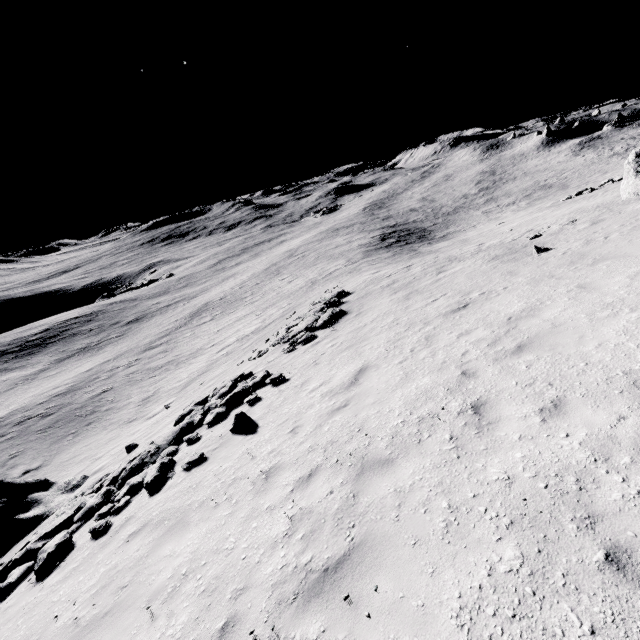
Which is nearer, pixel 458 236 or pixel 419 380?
pixel 419 380

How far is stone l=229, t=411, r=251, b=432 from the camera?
9.34m

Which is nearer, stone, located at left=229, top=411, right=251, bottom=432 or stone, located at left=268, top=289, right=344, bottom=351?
stone, located at left=229, top=411, right=251, bottom=432

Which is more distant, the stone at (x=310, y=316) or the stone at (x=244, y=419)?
the stone at (x=310, y=316)

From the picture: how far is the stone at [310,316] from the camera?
16.33m

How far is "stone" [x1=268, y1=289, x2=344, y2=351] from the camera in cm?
1633

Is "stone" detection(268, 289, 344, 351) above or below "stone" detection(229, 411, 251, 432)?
below
